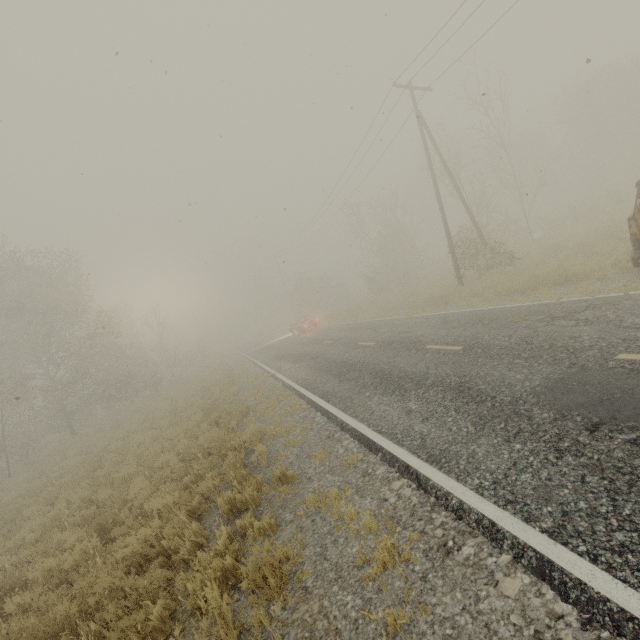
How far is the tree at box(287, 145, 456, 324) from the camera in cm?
3027

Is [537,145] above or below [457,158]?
above

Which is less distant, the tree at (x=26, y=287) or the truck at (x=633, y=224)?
the truck at (x=633, y=224)

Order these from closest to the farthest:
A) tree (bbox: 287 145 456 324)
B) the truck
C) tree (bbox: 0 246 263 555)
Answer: the truck → tree (bbox: 0 246 263 555) → tree (bbox: 287 145 456 324)

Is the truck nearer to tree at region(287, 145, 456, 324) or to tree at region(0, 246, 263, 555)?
tree at region(287, 145, 456, 324)

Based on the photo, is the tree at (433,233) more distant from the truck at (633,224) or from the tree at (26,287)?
the tree at (26,287)

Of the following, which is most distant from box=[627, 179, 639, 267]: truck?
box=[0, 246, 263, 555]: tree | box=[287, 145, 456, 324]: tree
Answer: box=[0, 246, 263, 555]: tree
